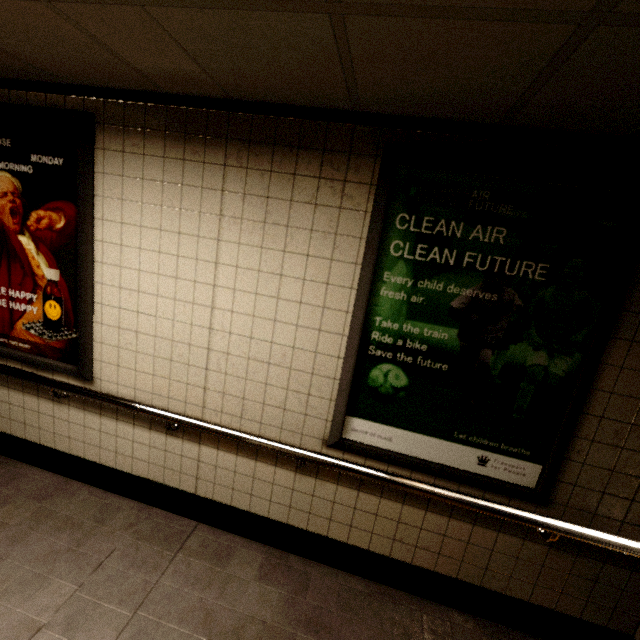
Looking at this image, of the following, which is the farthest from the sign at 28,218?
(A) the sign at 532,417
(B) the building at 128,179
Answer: (A) the sign at 532,417

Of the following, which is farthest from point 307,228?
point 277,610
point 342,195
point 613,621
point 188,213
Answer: point 613,621

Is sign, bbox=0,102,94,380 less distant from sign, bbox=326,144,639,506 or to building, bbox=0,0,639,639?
building, bbox=0,0,639,639

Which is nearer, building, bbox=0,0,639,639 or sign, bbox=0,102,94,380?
building, bbox=0,0,639,639

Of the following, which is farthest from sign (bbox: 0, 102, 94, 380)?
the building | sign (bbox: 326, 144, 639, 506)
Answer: sign (bbox: 326, 144, 639, 506)

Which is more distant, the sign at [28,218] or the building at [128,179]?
the sign at [28,218]
